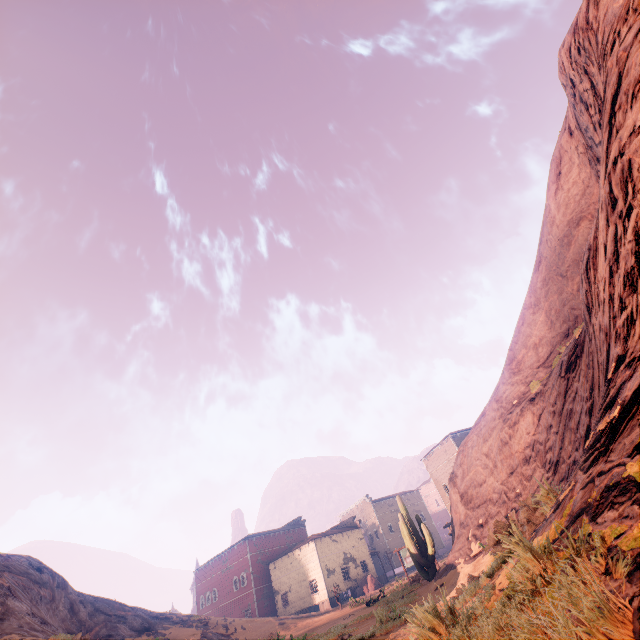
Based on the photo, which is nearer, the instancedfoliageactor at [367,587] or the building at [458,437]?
the instancedfoliageactor at [367,587]

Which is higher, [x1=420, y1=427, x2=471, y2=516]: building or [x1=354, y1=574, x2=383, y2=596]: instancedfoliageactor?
[x1=420, y1=427, x2=471, y2=516]: building

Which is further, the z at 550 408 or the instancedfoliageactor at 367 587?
the instancedfoliageactor at 367 587

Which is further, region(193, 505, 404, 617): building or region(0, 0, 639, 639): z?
region(193, 505, 404, 617): building

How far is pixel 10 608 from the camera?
16.0m

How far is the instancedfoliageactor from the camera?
39.16m

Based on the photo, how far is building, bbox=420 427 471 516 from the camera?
40.5m
